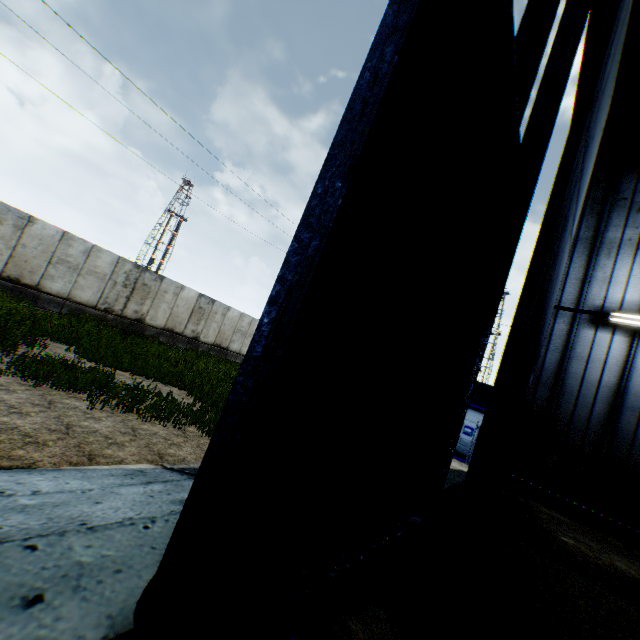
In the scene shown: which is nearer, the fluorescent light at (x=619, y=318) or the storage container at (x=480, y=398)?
the fluorescent light at (x=619, y=318)

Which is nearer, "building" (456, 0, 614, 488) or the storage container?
"building" (456, 0, 614, 488)

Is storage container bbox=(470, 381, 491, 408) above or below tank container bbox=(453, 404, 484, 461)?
above

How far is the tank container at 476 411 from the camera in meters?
17.1

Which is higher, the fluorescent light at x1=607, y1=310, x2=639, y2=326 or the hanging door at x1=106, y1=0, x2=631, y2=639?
the fluorescent light at x1=607, y1=310, x2=639, y2=326

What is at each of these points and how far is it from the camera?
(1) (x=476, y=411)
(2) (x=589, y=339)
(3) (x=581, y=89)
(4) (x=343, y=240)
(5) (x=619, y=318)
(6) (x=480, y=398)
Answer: (1) tank container, 17.45m
(2) building, 10.03m
(3) building, 9.49m
(4) hanging door, 1.86m
(5) fluorescent light, 9.40m
(6) storage container, 30.16m

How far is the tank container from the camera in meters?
17.1 m

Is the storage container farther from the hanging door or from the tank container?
the hanging door
